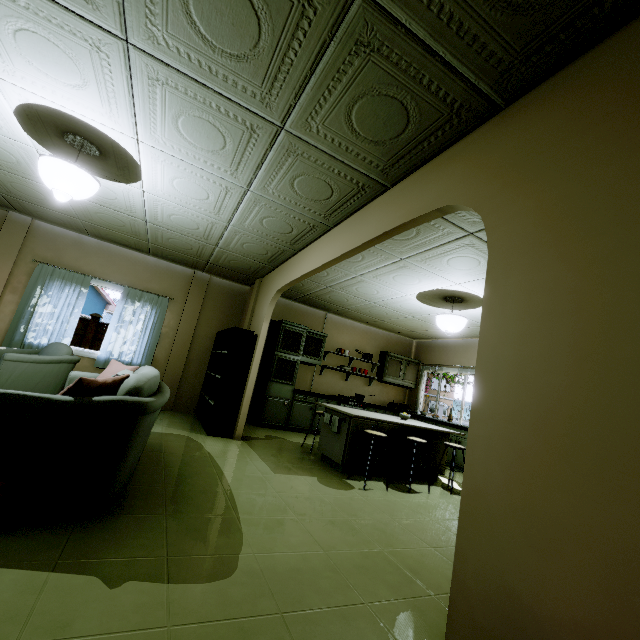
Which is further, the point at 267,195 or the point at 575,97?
the point at 267,195

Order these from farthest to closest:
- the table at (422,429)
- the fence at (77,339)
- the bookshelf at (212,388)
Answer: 1. the fence at (77,339)
2. the bookshelf at (212,388)
3. the table at (422,429)

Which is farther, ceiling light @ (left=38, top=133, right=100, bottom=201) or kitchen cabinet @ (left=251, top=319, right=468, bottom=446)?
kitchen cabinet @ (left=251, top=319, right=468, bottom=446)

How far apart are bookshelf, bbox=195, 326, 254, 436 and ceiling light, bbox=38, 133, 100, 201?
2.54m

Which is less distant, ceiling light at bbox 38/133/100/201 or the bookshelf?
ceiling light at bbox 38/133/100/201

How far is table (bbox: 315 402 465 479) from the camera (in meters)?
4.30

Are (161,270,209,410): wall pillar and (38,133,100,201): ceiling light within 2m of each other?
no

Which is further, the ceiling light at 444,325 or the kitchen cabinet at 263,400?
the kitchen cabinet at 263,400
